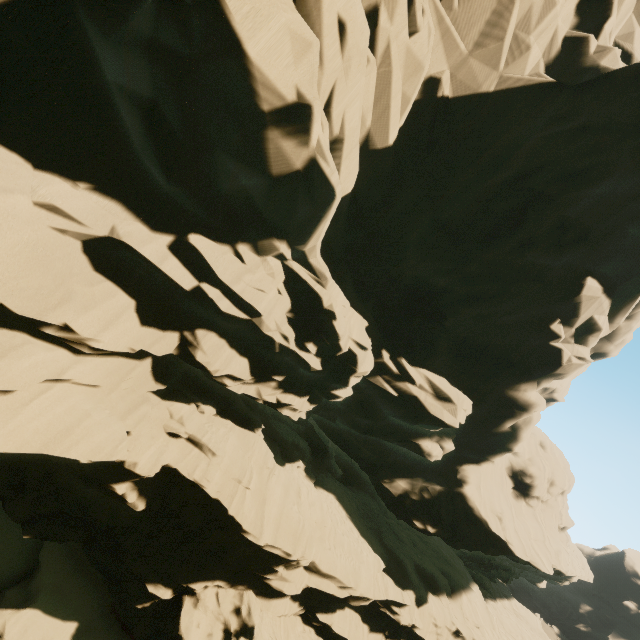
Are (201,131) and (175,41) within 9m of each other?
yes
